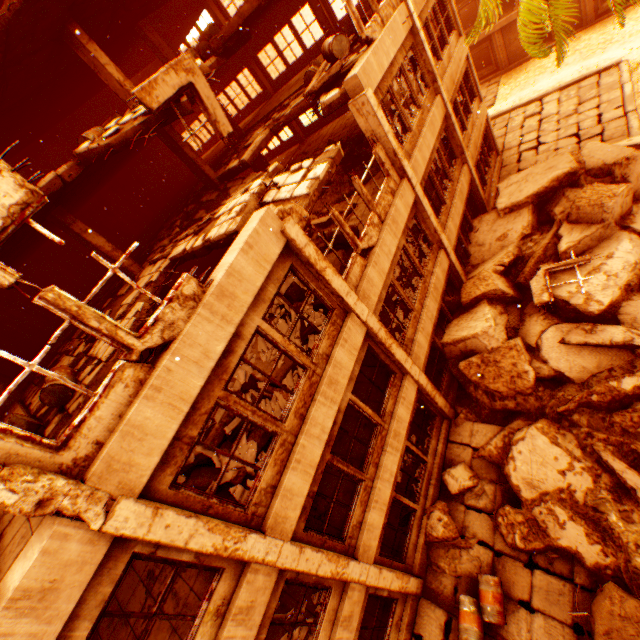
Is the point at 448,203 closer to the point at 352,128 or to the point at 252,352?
the point at 352,128

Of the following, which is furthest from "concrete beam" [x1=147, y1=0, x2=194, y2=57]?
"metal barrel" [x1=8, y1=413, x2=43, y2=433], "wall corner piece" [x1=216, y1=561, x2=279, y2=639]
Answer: "wall corner piece" [x1=216, y1=561, x2=279, y2=639]

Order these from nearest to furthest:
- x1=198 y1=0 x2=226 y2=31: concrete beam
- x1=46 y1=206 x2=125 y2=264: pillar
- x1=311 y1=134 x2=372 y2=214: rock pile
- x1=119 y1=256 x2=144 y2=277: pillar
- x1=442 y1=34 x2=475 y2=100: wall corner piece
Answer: x1=46 y1=206 x2=125 y2=264: pillar, x1=119 y1=256 x2=144 y2=277: pillar, x1=311 y1=134 x2=372 y2=214: rock pile, x1=442 y1=34 x2=475 y2=100: wall corner piece, x1=198 y1=0 x2=226 y2=31: concrete beam

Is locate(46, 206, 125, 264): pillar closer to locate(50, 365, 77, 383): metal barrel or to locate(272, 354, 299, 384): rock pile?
locate(272, 354, 299, 384): rock pile

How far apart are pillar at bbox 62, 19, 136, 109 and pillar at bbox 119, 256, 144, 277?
4.60m

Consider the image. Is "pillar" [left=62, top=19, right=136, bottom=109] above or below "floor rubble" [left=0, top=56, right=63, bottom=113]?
below

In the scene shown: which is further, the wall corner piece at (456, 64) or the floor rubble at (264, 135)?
the wall corner piece at (456, 64)

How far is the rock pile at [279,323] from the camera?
8.00m
